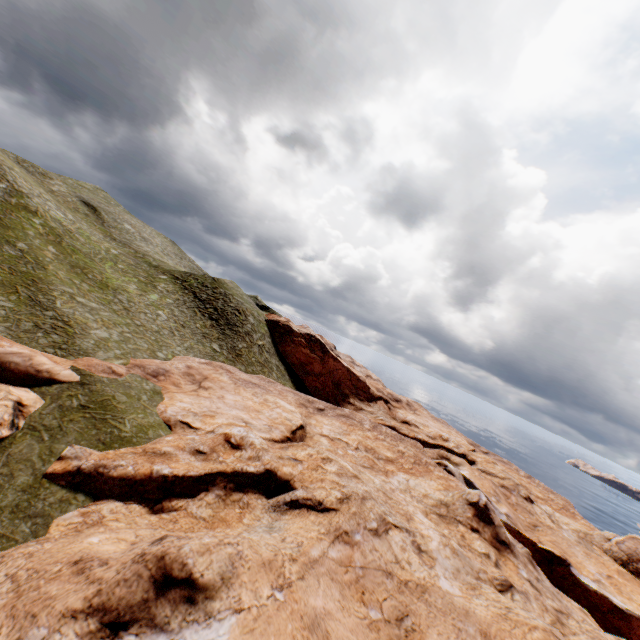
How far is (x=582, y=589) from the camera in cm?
3169
